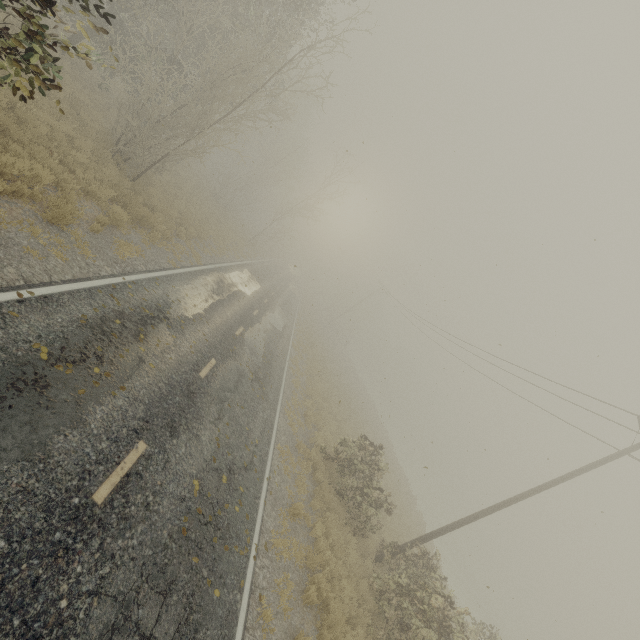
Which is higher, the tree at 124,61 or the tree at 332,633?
the tree at 124,61

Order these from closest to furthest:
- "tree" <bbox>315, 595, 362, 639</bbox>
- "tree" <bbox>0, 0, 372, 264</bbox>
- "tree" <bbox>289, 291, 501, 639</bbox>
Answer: "tree" <bbox>0, 0, 372, 264</bbox> → "tree" <bbox>315, 595, 362, 639</bbox> → "tree" <bbox>289, 291, 501, 639</bbox>

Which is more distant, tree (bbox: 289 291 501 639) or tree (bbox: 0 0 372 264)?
tree (bbox: 289 291 501 639)

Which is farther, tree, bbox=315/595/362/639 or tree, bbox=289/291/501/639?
tree, bbox=289/291/501/639

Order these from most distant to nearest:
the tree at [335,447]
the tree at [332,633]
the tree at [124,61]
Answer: →
1. the tree at [335,447]
2. the tree at [332,633]
3. the tree at [124,61]

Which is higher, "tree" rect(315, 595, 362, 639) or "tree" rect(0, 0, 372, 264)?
"tree" rect(0, 0, 372, 264)

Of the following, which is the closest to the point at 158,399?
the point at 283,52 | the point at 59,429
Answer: the point at 59,429
